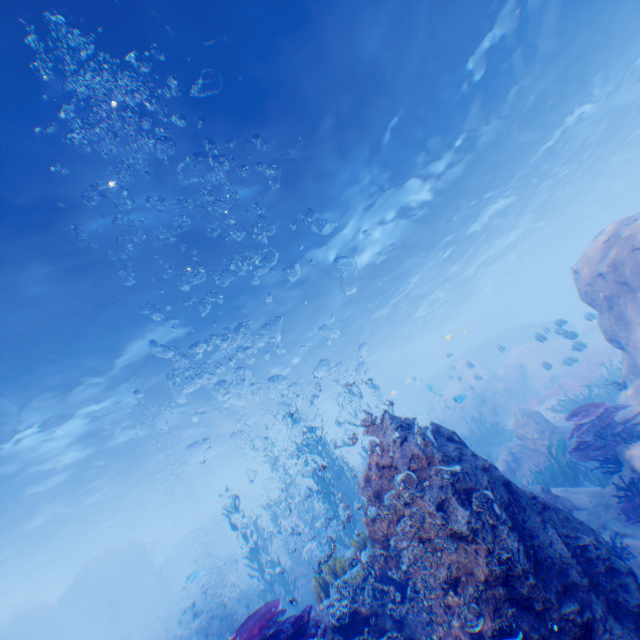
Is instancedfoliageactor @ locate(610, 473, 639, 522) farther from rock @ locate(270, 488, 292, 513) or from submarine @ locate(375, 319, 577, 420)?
submarine @ locate(375, 319, 577, 420)

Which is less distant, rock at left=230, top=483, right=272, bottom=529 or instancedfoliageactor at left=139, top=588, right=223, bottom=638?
instancedfoliageactor at left=139, top=588, right=223, bottom=638

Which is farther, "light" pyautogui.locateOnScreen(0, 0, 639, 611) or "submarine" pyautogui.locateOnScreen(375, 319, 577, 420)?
"submarine" pyautogui.locateOnScreen(375, 319, 577, 420)

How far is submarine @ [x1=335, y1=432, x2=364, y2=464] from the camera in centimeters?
5059cm

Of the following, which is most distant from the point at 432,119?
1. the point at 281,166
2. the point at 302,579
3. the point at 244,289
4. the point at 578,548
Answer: the point at 302,579

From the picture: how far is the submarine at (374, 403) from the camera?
51.5m

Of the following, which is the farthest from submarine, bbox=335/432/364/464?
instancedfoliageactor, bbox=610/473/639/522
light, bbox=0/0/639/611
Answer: instancedfoliageactor, bbox=610/473/639/522
